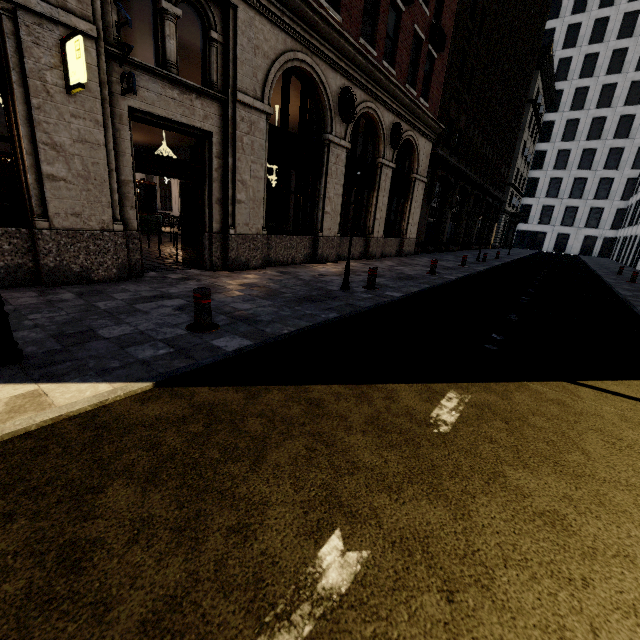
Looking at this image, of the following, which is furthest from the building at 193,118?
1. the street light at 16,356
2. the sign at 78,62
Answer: the street light at 16,356

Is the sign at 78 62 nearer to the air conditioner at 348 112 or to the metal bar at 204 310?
the metal bar at 204 310

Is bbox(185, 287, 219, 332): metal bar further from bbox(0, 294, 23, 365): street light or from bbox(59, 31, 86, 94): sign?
bbox(59, 31, 86, 94): sign

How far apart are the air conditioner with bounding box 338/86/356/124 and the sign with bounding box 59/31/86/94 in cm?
753

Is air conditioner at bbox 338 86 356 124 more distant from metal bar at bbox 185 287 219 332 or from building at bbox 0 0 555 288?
metal bar at bbox 185 287 219 332

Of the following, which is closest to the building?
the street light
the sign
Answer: the sign

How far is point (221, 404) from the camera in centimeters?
286cm

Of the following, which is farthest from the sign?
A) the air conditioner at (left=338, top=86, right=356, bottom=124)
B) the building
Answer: the air conditioner at (left=338, top=86, right=356, bottom=124)
